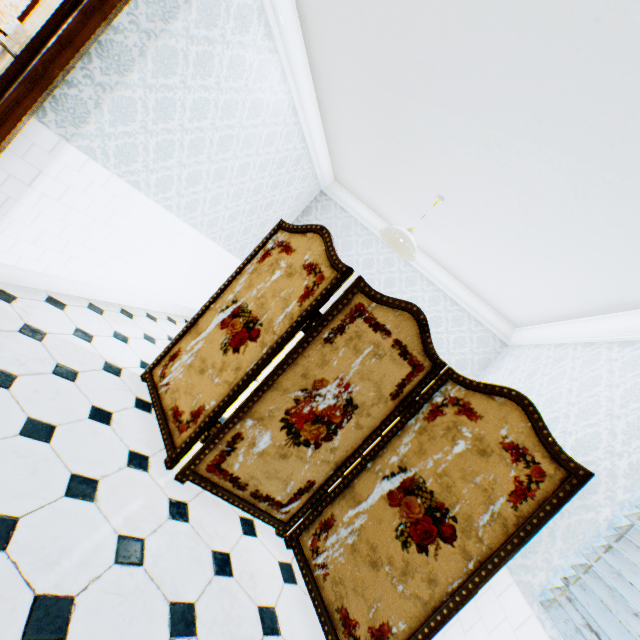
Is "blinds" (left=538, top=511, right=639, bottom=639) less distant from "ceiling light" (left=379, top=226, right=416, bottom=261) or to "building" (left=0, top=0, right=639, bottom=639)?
"building" (left=0, top=0, right=639, bottom=639)

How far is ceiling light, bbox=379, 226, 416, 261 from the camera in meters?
3.1 m

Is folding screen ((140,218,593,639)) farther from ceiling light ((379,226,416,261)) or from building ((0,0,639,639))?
ceiling light ((379,226,416,261))

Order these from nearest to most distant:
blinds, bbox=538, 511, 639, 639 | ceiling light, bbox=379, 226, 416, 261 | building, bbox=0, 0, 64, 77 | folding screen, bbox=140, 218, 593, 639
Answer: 1. blinds, bbox=538, 511, 639, 639
2. folding screen, bbox=140, 218, 593, 639
3. ceiling light, bbox=379, 226, 416, 261
4. building, bbox=0, 0, 64, 77

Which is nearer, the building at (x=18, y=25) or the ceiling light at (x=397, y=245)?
the ceiling light at (x=397, y=245)

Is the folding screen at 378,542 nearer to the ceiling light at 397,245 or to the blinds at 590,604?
the blinds at 590,604

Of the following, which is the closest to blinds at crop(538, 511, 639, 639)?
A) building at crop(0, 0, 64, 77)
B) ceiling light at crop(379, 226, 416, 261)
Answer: building at crop(0, 0, 64, 77)

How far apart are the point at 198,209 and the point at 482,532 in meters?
3.8 m
